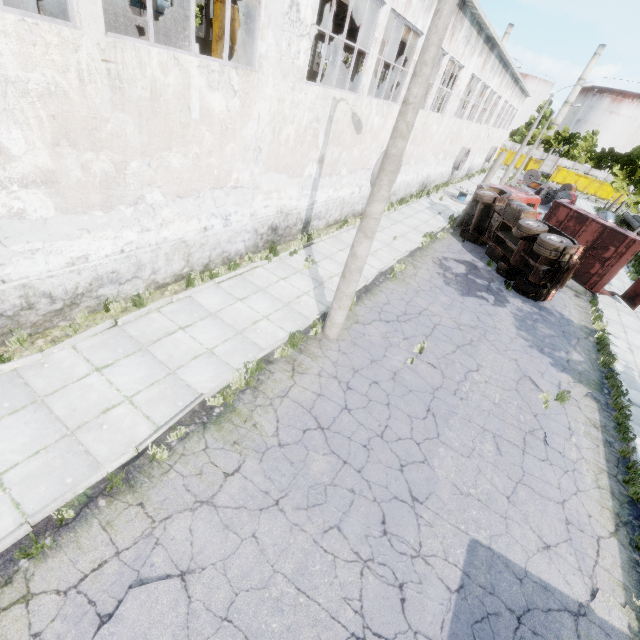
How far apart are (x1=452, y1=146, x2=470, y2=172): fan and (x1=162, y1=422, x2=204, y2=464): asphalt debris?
32.3 meters

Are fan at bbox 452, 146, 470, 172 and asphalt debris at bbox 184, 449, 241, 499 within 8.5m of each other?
no

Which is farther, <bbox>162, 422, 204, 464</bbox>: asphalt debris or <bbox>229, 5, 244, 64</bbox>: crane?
<bbox>229, 5, 244, 64</bbox>: crane

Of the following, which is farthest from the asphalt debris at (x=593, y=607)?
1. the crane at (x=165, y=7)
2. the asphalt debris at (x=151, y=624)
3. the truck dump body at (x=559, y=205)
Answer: the truck dump body at (x=559, y=205)

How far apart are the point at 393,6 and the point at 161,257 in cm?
1166

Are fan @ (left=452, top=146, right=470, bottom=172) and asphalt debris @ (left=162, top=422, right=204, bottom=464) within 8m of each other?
no

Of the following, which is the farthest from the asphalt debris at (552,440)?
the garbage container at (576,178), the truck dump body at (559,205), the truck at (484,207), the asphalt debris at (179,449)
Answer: the garbage container at (576,178)

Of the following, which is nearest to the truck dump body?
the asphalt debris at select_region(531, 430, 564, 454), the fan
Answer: the fan
